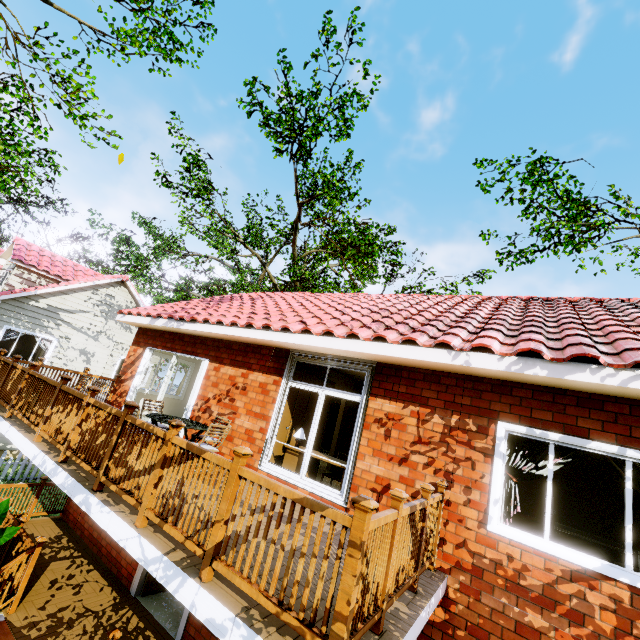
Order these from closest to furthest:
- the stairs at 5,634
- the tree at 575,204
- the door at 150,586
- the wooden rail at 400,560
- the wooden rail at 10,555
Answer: the wooden rail at 400,560 < the stairs at 5,634 < the wooden rail at 10,555 < the door at 150,586 < the tree at 575,204

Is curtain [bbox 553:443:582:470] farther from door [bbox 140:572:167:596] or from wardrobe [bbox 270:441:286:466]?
door [bbox 140:572:167:596]

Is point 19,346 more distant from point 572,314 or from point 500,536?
point 572,314

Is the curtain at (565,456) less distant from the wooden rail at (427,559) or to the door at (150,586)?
the wooden rail at (427,559)

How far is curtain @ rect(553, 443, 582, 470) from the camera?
4.16m

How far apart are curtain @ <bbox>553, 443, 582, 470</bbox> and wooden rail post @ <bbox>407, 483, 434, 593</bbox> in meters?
1.2 m

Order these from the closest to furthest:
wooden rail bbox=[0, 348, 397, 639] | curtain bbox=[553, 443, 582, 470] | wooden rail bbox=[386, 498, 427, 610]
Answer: wooden rail bbox=[0, 348, 397, 639] → wooden rail bbox=[386, 498, 427, 610] → curtain bbox=[553, 443, 582, 470]

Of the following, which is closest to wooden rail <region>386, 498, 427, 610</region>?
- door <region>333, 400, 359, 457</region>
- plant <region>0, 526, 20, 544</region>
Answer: plant <region>0, 526, 20, 544</region>
